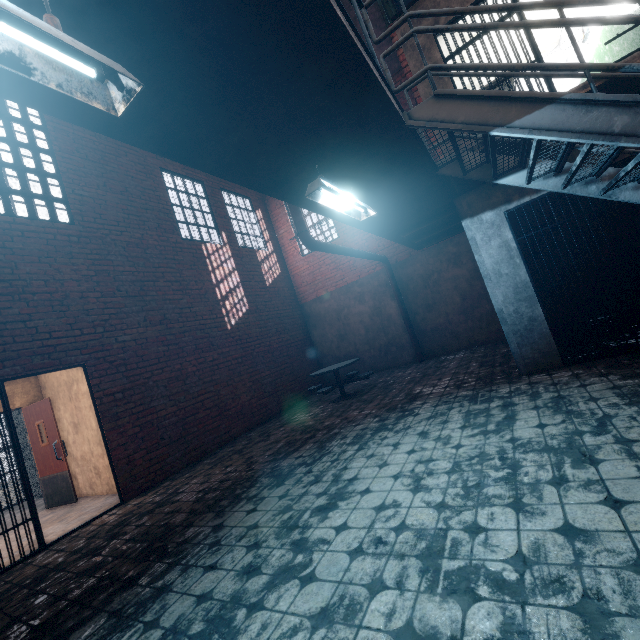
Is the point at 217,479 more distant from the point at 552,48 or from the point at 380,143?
the point at 552,48

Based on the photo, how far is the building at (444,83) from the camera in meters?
4.9 m

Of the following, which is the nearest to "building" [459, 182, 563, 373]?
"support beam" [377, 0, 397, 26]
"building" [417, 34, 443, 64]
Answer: "building" [417, 34, 443, 64]

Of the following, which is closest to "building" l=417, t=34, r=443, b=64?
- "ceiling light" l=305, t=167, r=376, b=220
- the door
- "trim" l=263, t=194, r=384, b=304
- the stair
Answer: the stair

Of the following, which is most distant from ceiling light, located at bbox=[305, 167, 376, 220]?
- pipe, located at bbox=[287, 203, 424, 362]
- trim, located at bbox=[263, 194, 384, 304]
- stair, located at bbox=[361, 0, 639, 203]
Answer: trim, located at bbox=[263, 194, 384, 304]

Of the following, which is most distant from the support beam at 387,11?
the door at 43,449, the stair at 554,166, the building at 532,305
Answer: the door at 43,449

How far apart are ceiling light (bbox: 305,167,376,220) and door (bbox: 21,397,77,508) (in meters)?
7.19

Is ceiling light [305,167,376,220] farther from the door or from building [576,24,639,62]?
the door
